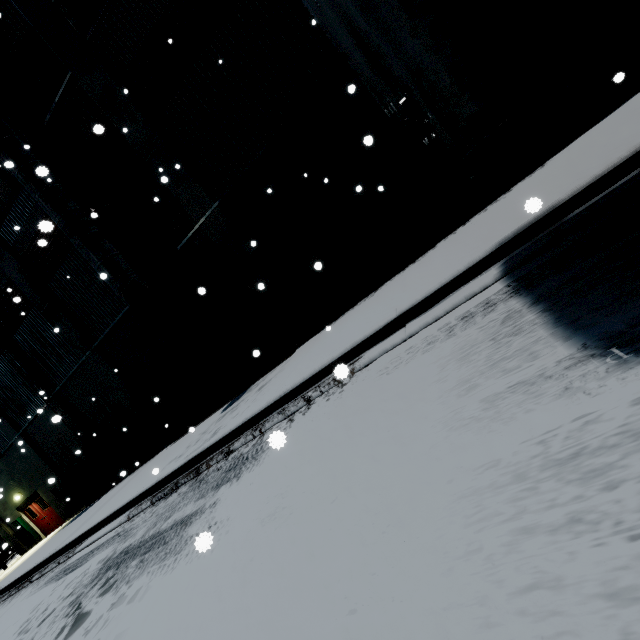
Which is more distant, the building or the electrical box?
the electrical box

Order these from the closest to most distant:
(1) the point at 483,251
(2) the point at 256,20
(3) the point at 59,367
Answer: (1) the point at 483,251 < (2) the point at 256,20 < (3) the point at 59,367

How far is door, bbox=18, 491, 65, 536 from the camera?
17.59m

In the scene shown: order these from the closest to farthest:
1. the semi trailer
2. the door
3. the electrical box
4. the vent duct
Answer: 1. the semi trailer
2. the vent duct
3. the door
4. the electrical box

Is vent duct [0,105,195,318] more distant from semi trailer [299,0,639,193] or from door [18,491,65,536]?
door [18,491,65,536]

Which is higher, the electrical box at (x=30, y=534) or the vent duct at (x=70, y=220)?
the vent duct at (x=70, y=220)

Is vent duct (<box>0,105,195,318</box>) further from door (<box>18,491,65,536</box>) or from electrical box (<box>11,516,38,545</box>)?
door (<box>18,491,65,536</box>)

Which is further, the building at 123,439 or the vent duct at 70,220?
the vent duct at 70,220
